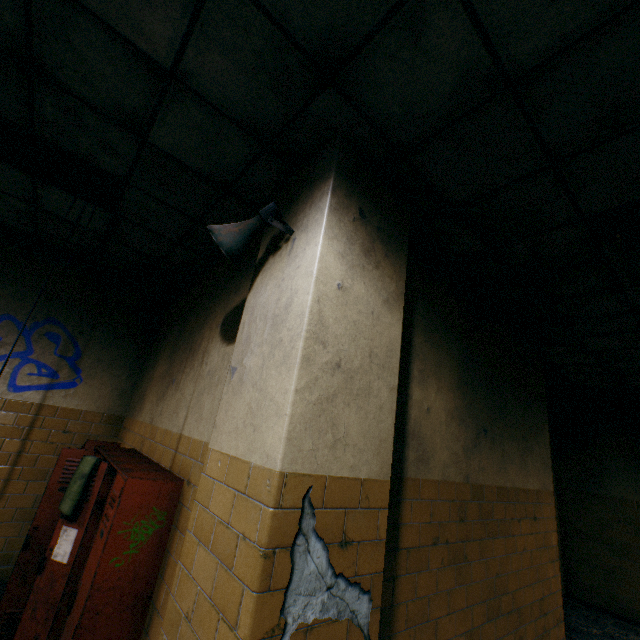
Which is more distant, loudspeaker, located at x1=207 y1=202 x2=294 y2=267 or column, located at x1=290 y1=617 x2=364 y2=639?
loudspeaker, located at x1=207 y1=202 x2=294 y2=267

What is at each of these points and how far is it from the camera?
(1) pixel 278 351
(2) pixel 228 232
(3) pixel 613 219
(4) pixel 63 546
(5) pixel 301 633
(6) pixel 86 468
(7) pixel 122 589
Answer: (1) column, 1.7 meters
(2) loudspeaker, 2.0 meters
(3) lamp, 2.5 meters
(4) paper, 2.5 meters
(5) column, 1.3 meters
(6) towel, 2.7 meters
(7) locker, 2.1 meters

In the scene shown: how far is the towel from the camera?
2.56m

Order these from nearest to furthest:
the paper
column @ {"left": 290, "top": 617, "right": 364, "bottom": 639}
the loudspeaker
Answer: column @ {"left": 290, "top": 617, "right": 364, "bottom": 639}
the loudspeaker
the paper

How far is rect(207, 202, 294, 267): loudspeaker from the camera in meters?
1.9 m

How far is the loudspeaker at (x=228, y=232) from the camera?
1.9 meters

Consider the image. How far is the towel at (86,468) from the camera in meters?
2.6

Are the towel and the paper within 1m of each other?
yes
